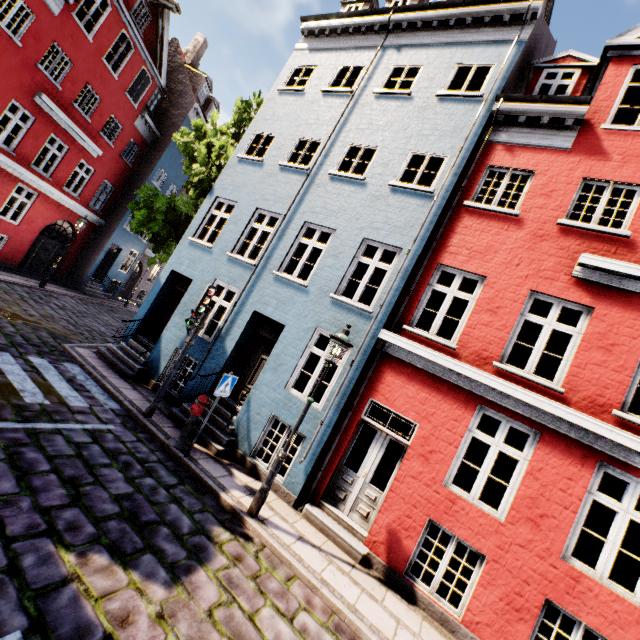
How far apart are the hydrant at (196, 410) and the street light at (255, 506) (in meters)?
1.99

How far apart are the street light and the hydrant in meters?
2.0

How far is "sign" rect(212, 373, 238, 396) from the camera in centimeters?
670cm

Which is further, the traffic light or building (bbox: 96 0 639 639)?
the traffic light

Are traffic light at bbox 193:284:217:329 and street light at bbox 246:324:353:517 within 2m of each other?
no

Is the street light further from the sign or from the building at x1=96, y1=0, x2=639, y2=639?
the sign

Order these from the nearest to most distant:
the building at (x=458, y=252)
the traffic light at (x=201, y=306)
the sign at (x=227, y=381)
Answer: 1. the building at (x=458, y=252)
2. the sign at (x=227, y=381)
3. the traffic light at (x=201, y=306)

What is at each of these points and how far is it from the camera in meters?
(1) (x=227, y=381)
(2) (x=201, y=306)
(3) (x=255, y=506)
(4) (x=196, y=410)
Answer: (1) sign, 6.9
(2) traffic light, 7.7
(3) street light, 5.9
(4) hydrant, 7.0
